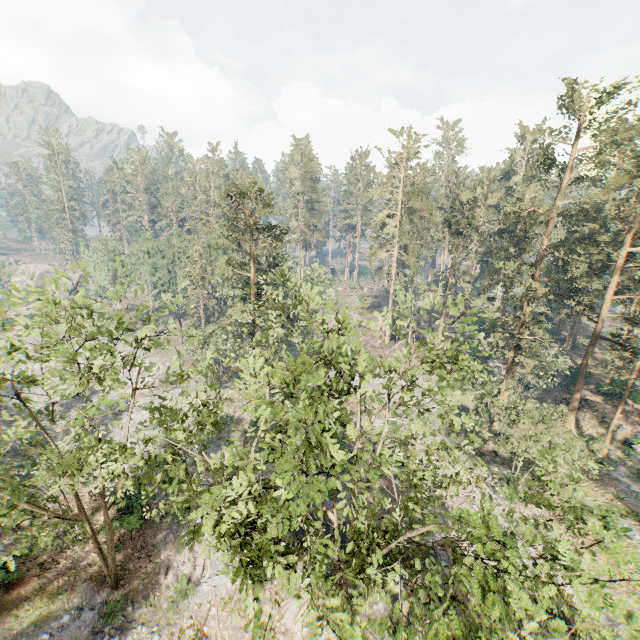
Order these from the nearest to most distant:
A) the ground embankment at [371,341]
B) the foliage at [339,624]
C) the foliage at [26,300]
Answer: the foliage at [339,624]
the foliage at [26,300]
the ground embankment at [371,341]

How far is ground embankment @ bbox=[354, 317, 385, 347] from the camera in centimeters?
5553cm

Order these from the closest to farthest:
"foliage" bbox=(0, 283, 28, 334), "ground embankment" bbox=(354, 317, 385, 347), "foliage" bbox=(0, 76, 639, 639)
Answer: "foliage" bbox=(0, 76, 639, 639), "foliage" bbox=(0, 283, 28, 334), "ground embankment" bbox=(354, 317, 385, 347)

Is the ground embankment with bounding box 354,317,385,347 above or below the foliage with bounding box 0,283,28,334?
below

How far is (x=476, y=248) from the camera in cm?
5612

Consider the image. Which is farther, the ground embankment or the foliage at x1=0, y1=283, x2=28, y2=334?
the ground embankment

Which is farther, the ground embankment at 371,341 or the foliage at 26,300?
the ground embankment at 371,341
